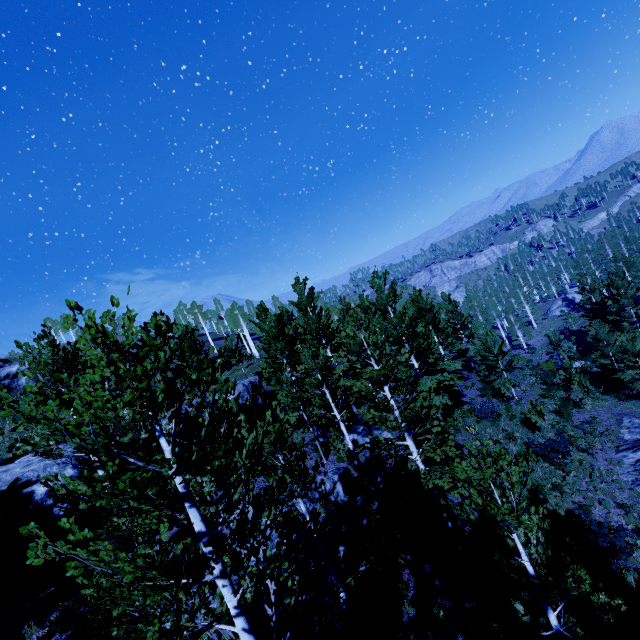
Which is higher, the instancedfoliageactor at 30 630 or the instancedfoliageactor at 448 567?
the instancedfoliageactor at 30 630

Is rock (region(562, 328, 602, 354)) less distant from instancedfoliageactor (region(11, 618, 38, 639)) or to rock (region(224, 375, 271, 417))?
instancedfoliageactor (region(11, 618, 38, 639))

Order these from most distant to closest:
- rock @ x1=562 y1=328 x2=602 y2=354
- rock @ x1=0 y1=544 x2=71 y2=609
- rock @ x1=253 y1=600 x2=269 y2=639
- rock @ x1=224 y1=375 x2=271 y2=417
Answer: rock @ x1=562 y1=328 x2=602 y2=354
rock @ x1=224 y1=375 x2=271 y2=417
rock @ x1=0 y1=544 x2=71 y2=609
rock @ x1=253 y1=600 x2=269 y2=639

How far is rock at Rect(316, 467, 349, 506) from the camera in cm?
1547

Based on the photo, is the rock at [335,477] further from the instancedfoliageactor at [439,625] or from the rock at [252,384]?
the rock at [252,384]

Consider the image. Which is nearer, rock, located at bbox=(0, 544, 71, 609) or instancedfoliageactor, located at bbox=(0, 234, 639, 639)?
instancedfoliageactor, located at bbox=(0, 234, 639, 639)

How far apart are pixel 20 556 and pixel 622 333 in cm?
4935

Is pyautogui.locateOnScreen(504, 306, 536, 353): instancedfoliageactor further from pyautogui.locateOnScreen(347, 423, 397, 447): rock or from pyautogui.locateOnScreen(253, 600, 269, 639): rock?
pyautogui.locateOnScreen(347, 423, 397, 447): rock
